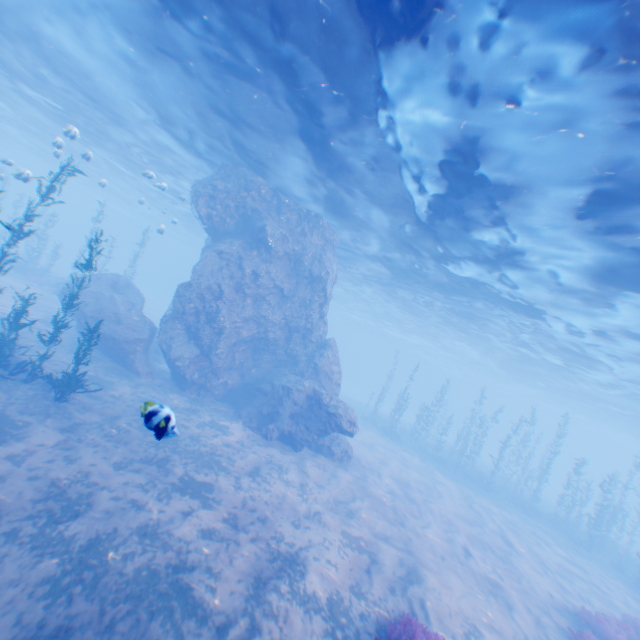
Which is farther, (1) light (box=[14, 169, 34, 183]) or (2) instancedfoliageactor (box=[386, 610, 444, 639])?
(1) light (box=[14, 169, 34, 183])

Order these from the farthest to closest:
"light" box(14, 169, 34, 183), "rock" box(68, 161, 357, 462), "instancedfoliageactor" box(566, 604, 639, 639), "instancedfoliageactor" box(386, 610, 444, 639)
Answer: "rock" box(68, 161, 357, 462)
"light" box(14, 169, 34, 183)
"instancedfoliageactor" box(566, 604, 639, 639)
"instancedfoliageactor" box(386, 610, 444, 639)

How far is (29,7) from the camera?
13.04m

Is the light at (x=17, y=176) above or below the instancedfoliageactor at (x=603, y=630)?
above

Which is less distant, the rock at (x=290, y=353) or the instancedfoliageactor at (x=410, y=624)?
the instancedfoliageactor at (x=410, y=624)

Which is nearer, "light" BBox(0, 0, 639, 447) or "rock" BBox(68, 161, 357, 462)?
"light" BBox(0, 0, 639, 447)

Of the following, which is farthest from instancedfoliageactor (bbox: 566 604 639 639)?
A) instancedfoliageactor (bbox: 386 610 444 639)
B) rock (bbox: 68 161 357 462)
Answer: rock (bbox: 68 161 357 462)

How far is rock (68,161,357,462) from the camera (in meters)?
16.36
